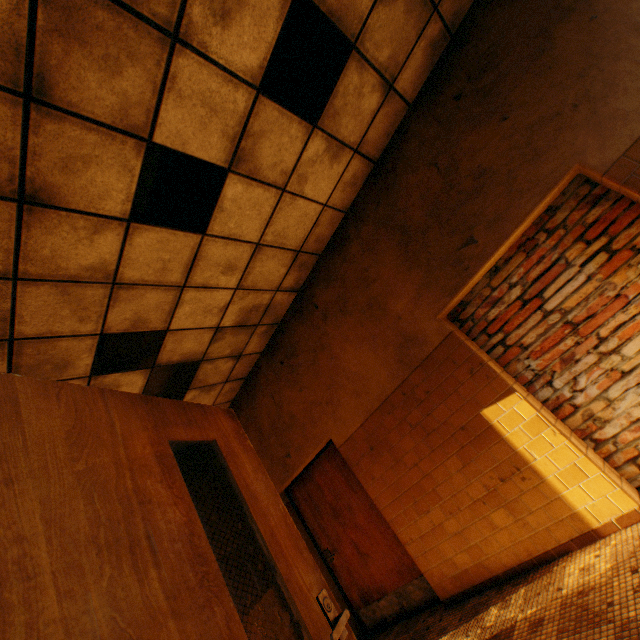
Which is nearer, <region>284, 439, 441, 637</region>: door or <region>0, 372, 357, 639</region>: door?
<region>0, 372, 357, 639</region>: door

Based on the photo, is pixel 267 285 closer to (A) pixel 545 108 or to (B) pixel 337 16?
(B) pixel 337 16

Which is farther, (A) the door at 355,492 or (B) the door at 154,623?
(A) the door at 355,492
